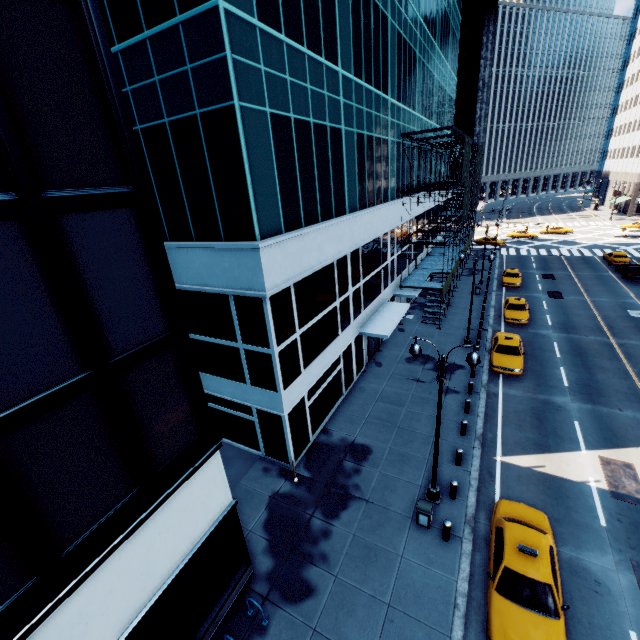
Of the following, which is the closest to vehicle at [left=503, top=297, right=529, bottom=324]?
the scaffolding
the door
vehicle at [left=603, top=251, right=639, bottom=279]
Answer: the scaffolding

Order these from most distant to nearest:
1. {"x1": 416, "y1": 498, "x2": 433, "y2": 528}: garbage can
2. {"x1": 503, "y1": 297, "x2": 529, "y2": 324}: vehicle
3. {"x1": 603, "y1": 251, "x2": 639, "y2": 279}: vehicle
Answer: {"x1": 603, "y1": 251, "x2": 639, "y2": 279}: vehicle, {"x1": 503, "y1": 297, "x2": 529, "y2": 324}: vehicle, {"x1": 416, "y1": 498, "x2": 433, "y2": 528}: garbage can

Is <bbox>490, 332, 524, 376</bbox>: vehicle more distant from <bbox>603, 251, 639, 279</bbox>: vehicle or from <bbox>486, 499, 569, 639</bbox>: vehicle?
<bbox>603, 251, 639, 279</bbox>: vehicle

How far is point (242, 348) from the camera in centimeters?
1405cm

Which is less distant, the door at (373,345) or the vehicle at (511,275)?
the door at (373,345)

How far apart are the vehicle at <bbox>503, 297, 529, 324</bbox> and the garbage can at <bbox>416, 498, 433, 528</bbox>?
20.6m

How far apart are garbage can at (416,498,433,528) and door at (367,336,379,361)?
12.0m

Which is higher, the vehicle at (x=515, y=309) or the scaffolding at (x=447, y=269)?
the scaffolding at (x=447, y=269)
